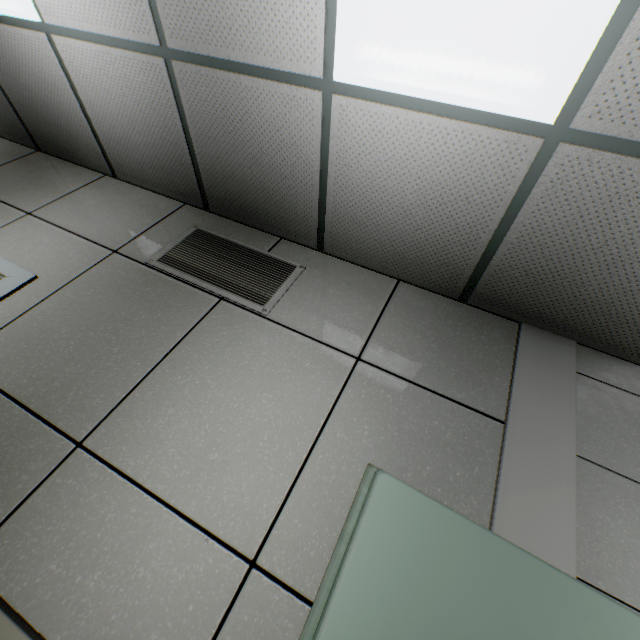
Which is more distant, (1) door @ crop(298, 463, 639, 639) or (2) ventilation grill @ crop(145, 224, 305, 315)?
(2) ventilation grill @ crop(145, 224, 305, 315)

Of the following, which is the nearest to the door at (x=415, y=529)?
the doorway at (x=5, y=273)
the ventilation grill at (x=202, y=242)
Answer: the ventilation grill at (x=202, y=242)

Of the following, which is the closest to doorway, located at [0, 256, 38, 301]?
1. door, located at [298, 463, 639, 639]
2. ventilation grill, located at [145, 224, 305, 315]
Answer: ventilation grill, located at [145, 224, 305, 315]

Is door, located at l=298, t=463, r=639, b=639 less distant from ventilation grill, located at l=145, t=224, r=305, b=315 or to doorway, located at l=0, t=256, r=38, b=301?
ventilation grill, located at l=145, t=224, r=305, b=315

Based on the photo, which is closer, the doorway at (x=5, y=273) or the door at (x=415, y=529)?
the door at (x=415, y=529)

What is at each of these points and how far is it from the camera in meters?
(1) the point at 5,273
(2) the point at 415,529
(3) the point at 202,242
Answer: (1) doorway, 2.0
(2) door, 1.1
(3) ventilation grill, 2.3

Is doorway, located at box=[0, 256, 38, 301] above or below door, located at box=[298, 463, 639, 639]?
above
